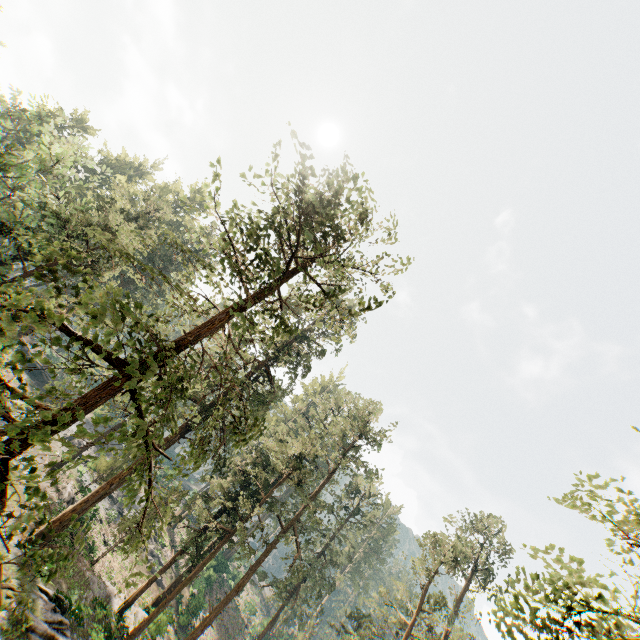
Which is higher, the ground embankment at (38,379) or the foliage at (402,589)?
the foliage at (402,589)

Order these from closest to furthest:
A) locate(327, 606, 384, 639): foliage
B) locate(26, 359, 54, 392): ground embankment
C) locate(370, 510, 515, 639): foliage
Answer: locate(327, 606, 384, 639): foliage
locate(370, 510, 515, 639): foliage
locate(26, 359, 54, 392): ground embankment

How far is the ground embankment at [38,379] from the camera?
47.66m

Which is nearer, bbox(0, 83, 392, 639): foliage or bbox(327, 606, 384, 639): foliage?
bbox(0, 83, 392, 639): foliage

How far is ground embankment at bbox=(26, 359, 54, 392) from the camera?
47.7m

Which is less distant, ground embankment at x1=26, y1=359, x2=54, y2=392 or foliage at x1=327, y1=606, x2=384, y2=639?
foliage at x1=327, y1=606, x2=384, y2=639

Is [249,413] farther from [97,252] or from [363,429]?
[97,252]
